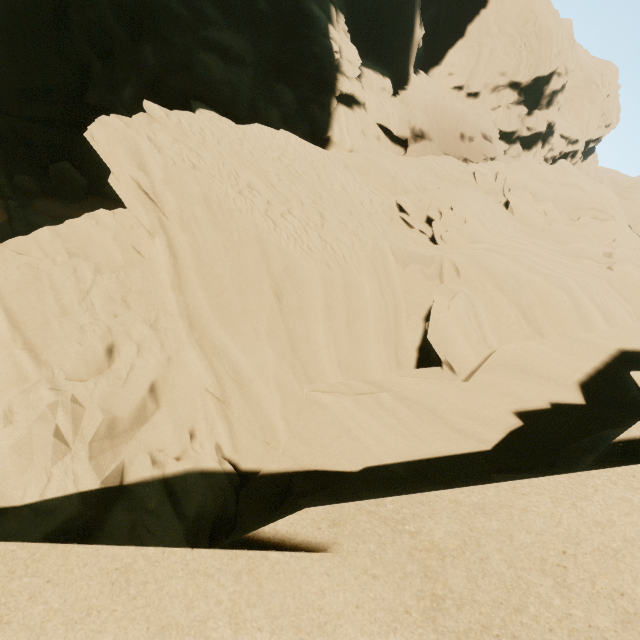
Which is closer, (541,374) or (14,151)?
(541,374)
